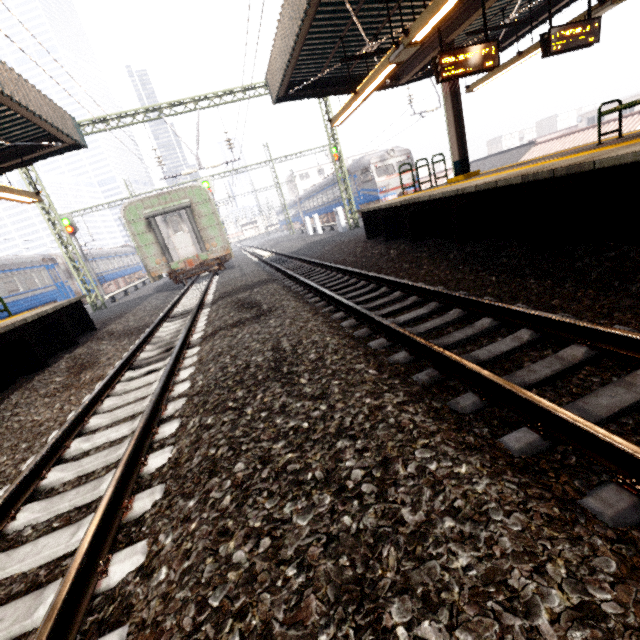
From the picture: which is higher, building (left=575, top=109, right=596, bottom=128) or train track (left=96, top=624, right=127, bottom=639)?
building (left=575, top=109, right=596, bottom=128)

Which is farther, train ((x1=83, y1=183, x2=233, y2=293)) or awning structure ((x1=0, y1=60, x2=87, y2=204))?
train ((x1=83, y1=183, x2=233, y2=293))

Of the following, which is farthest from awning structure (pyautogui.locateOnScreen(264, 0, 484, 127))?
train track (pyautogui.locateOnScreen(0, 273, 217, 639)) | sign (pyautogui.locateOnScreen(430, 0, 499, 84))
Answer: train track (pyautogui.locateOnScreen(0, 273, 217, 639))

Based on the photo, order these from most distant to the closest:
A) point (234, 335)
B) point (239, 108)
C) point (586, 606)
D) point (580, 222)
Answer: point (239, 108) < point (234, 335) < point (580, 222) < point (586, 606)

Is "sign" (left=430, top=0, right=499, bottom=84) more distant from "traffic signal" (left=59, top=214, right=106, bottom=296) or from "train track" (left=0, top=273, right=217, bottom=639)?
"traffic signal" (left=59, top=214, right=106, bottom=296)

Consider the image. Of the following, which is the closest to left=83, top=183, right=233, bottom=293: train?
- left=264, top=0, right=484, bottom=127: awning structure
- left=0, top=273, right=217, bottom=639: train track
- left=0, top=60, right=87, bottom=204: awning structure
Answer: left=0, top=273, right=217, bottom=639: train track

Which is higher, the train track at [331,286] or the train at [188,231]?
the train at [188,231]

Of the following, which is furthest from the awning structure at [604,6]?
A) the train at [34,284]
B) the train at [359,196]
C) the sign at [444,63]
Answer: the train at [34,284]
